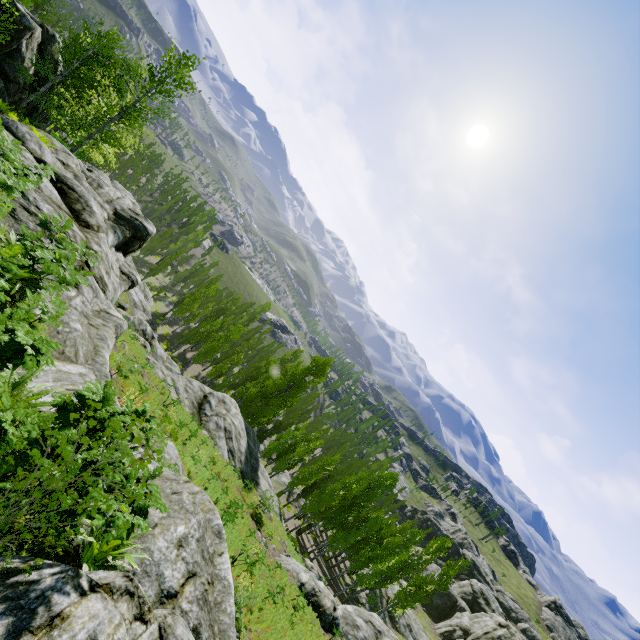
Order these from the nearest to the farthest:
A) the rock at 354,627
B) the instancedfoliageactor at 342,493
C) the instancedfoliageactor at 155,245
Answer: the rock at 354,627, the instancedfoliageactor at 342,493, the instancedfoliageactor at 155,245

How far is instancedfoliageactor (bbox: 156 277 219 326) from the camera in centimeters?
4722cm

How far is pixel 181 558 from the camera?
4.9m

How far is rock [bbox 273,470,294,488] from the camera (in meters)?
→ 45.38

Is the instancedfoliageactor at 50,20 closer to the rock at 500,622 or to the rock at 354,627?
the rock at 500,622

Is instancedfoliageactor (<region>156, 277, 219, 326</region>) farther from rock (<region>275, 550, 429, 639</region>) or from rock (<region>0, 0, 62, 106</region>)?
rock (<region>275, 550, 429, 639</region>)
